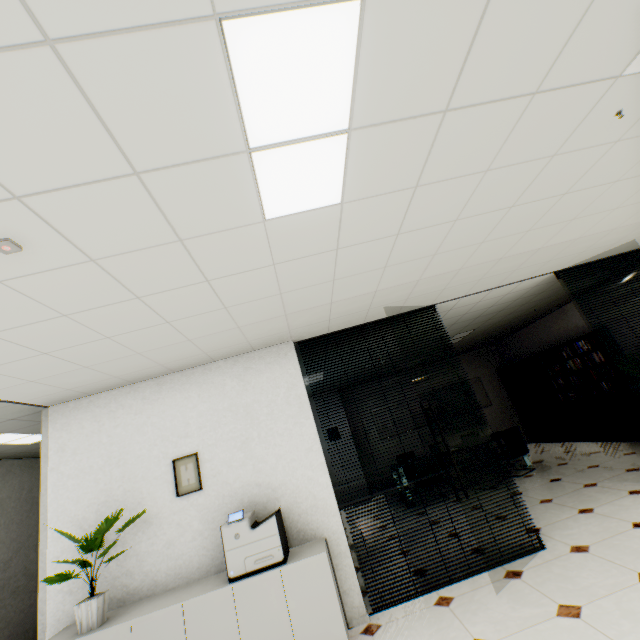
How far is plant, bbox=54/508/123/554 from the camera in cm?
292

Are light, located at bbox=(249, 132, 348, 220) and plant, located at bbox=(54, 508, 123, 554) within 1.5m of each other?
no

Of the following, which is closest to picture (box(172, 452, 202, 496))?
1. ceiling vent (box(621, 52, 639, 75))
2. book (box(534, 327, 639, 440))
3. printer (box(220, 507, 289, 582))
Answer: printer (box(220, 507, 289, 582))

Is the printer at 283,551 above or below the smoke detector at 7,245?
below

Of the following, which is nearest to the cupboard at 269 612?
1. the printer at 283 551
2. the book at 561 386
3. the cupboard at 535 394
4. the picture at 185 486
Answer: the printer at 283 551

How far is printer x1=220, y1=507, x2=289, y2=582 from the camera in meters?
2.9

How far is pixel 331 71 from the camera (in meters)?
1.26

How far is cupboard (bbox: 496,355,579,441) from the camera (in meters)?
8.02
